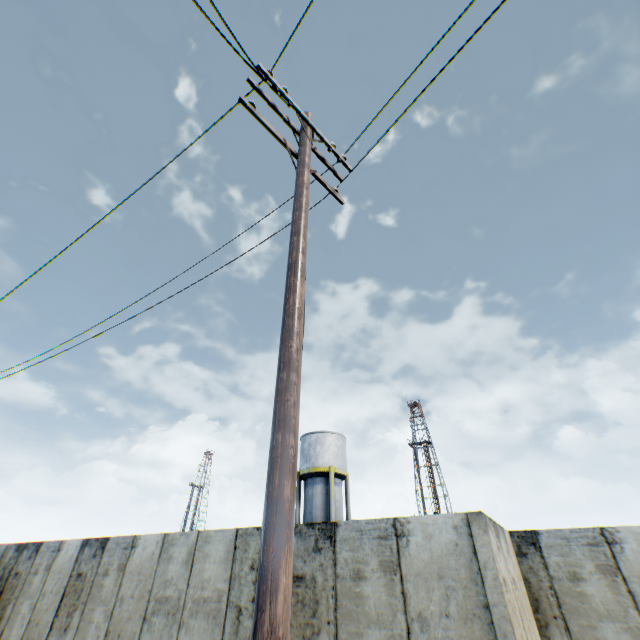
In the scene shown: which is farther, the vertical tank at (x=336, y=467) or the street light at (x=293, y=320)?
the vertical tank at (x=336, y=467)

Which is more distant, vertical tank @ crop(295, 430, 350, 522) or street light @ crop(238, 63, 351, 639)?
vertical tank @ crop(295, 430, 350, 522)

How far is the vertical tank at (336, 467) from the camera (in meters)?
24.68

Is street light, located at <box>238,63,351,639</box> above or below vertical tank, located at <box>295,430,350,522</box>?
below

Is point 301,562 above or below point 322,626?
above

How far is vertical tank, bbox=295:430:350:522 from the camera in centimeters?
2468cm
